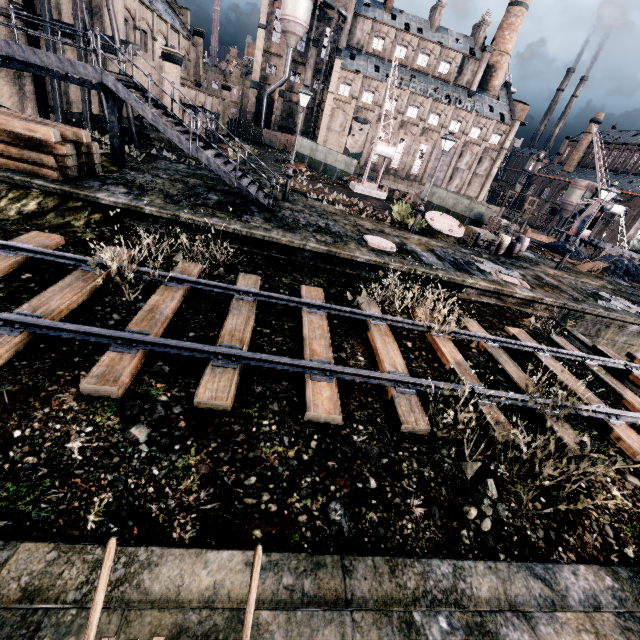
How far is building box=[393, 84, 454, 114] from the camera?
58.4 meters

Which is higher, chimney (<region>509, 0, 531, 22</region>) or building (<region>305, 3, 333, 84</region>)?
chimney (<region>509, 0, 531, 22</region>)

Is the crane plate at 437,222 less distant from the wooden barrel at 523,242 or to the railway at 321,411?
the wooden barrel at 523,242

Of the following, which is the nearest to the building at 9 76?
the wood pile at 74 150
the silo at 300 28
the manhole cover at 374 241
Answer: the silo at 300 28

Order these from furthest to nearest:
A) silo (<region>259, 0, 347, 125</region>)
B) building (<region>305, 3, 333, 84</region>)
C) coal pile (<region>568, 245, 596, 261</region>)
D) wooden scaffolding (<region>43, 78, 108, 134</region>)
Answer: building (<region>305, 3, 333, 84</region>), silo (<region>259, 0, 347, 125</region>), coal pile (<region>568, 245, 596, 261</region>), wooden scaffolding (<region>43, 78, 108, 134</region>)

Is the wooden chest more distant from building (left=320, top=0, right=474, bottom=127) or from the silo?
the silo

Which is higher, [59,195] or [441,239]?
[441,239]

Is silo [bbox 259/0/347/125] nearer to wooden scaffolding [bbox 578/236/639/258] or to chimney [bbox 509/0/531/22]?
chimney [bbox 509/0/531/22]
